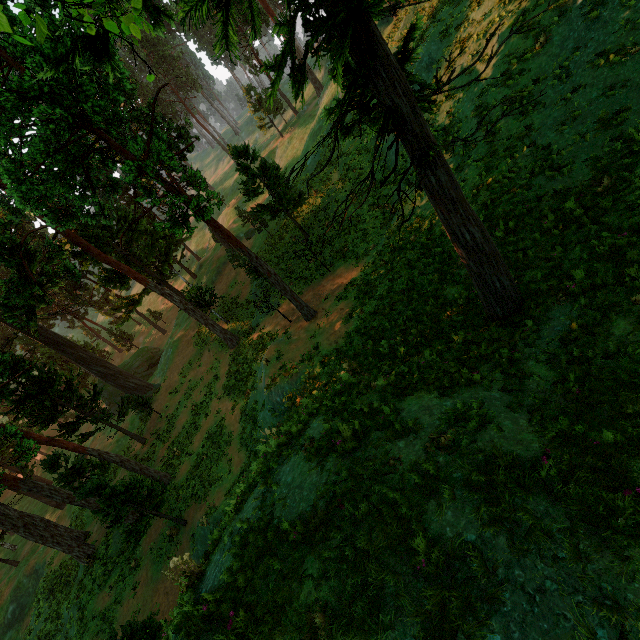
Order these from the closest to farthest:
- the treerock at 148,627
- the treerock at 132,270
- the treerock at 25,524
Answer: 1. the treerock at 132,270
2. the treerock at 148,627
3. the treerock at 25,524

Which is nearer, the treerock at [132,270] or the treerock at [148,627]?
the treerock at [132,270]

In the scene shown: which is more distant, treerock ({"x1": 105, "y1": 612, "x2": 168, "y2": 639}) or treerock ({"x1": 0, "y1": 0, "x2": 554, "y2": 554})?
treerock ({"x1": 105, "y1": 612, "x2": 168, "y2": 639})

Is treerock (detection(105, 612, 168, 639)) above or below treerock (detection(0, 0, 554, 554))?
below

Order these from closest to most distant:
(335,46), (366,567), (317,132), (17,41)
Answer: (366,567) → (335,46) → (17,41) → (317,132)

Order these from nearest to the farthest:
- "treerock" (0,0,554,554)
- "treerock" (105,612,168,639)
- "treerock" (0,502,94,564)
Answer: "treerock" (0,0,554,554) → "treerock" (105,612,168,639) → "treerock" (0,502,94,564)
